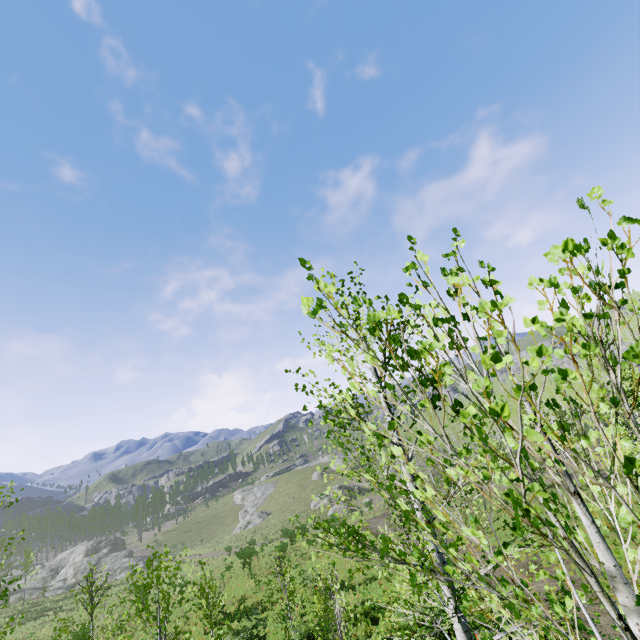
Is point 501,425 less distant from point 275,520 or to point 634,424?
point 634,424
